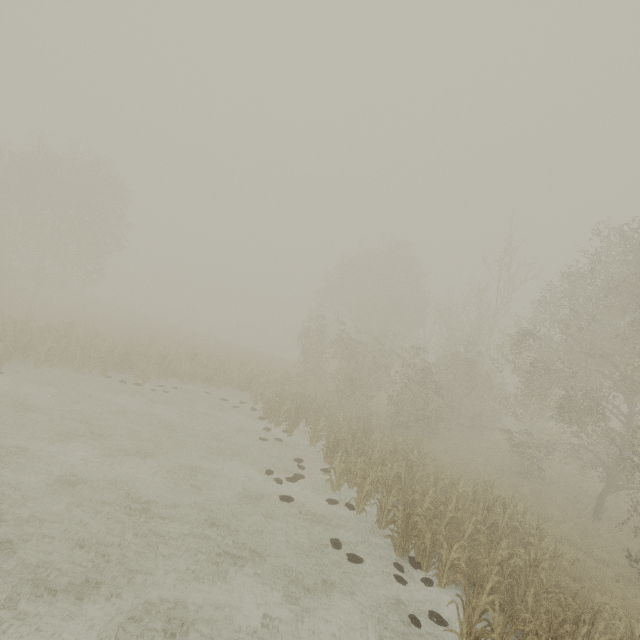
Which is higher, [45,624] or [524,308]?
[524,308]

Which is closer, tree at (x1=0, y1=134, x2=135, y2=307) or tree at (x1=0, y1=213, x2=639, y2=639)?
tree at (x1=0, y1=213, x2=639, y2=639)

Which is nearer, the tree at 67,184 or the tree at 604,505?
the tree at 604,505
